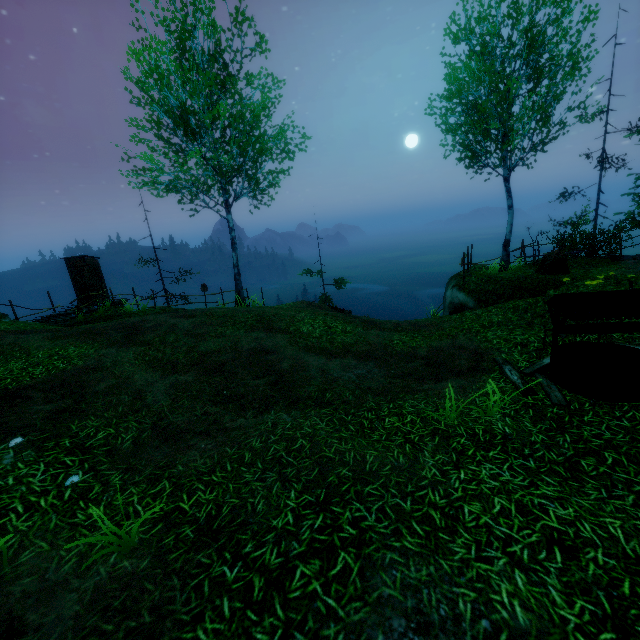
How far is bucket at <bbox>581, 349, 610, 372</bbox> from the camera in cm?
562

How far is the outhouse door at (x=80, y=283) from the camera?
17.6m

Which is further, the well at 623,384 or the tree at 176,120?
the tree at 176,120

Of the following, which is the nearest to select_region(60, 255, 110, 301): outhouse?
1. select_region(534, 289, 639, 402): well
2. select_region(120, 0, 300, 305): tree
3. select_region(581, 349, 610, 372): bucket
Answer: select_region(120, 0, 300, 305): tree

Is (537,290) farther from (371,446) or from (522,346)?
(371,446)

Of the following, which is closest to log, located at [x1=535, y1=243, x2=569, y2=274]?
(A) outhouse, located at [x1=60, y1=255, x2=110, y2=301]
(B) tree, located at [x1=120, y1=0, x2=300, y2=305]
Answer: (B) tree, located at [x1=120, y1=0, x2=300, y2=305]

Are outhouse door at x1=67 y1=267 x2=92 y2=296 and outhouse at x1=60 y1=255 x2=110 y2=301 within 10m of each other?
yes

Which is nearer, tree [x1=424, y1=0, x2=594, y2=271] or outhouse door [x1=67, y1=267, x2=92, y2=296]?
tree [x1=424, y1=0, x2=594, y2=271]
